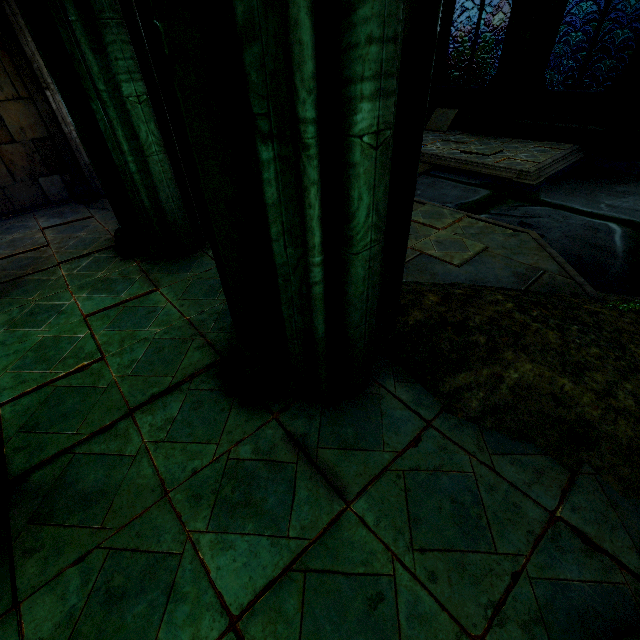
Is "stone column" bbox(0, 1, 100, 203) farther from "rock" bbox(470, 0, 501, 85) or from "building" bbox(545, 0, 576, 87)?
"rock" bbox(470, 0, 501, 85)

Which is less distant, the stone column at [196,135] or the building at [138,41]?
the stone column at [196,135]

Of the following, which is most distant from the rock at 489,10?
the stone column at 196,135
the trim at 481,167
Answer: the stone column at 196,135

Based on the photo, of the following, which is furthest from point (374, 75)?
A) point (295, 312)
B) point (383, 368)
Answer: point (383, 368)

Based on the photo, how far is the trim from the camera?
7.18m

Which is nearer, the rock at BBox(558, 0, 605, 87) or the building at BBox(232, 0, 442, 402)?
the building at BBox(232, 0, 442, 402)

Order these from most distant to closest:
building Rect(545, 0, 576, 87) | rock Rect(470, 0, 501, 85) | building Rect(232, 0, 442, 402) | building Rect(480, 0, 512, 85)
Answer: building Rect(480, 0, 512, 85), building Rect(545, 0, 576, 87), rock Rect(470, 0, 501, 85), building Rect(232, 0, 442, 402)

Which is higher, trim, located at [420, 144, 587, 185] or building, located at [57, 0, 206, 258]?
building, located at [57, 0, 206, 258]
